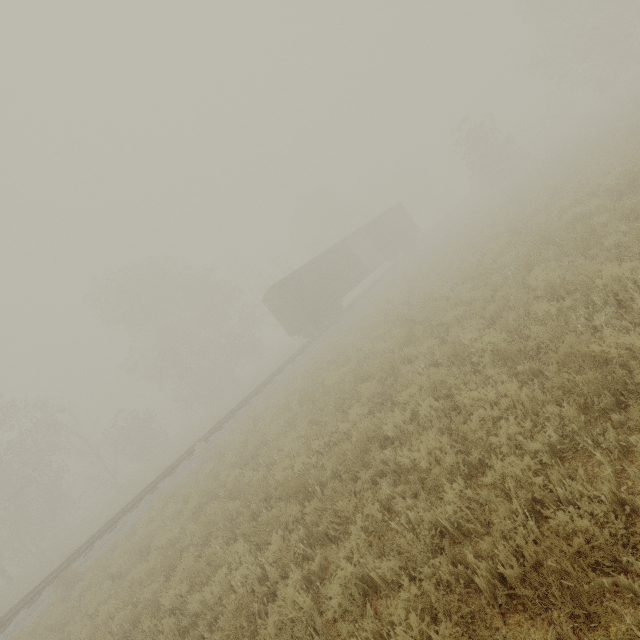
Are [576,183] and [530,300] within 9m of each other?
yes

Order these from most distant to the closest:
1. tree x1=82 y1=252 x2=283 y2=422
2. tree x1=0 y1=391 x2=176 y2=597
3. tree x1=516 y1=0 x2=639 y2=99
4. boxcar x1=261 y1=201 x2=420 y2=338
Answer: tree x1=82 y1=252 x2=283 y2=422 < tree x1=516 y1=0 x2=639 y2=99 < boxcar x1=261 y1=201 x2=420 y2=338 < tree x1=0 y1=391 x2=176 y2=597

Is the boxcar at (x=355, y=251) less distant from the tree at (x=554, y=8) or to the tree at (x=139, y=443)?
the tree at (x=139, y=443)

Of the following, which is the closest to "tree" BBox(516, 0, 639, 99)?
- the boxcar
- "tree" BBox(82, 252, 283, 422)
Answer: the boxcar

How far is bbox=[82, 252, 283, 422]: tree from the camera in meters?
32.7 m

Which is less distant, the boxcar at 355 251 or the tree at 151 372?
the boxcar at 355 251

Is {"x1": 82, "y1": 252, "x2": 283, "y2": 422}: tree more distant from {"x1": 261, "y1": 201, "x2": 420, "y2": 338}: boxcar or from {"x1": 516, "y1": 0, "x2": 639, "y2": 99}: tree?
{"x1": 516, "y1": 0, "x2": 639, "y2": 99}: tree
